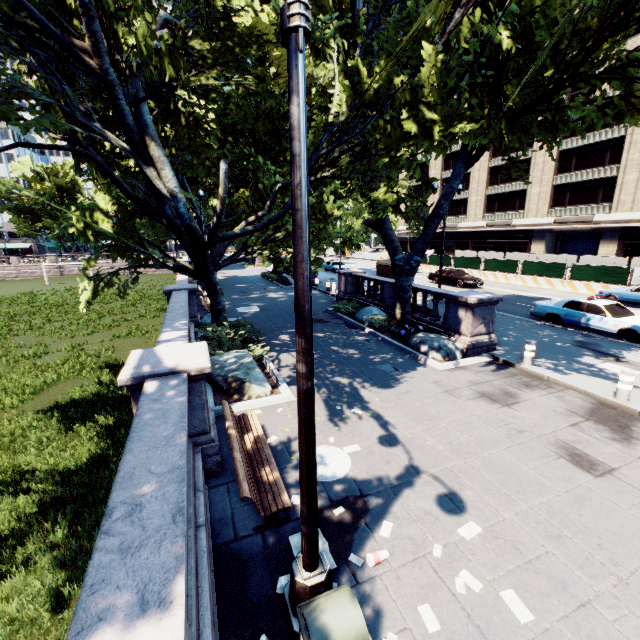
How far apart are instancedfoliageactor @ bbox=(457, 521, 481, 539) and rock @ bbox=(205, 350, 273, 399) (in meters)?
5.52

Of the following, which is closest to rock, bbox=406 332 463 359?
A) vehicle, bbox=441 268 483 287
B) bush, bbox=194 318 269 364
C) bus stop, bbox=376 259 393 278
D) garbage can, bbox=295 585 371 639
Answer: bush, bbox=194 318 269 364

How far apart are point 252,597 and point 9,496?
8.6m

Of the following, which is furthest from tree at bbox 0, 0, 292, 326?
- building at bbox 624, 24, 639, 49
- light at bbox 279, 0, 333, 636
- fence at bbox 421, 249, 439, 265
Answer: fence at bbox 421, 249, 439, 265

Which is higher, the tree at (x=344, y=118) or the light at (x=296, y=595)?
the tree at (x=344, y=118)

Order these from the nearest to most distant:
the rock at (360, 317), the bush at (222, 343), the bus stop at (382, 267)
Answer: the bush at (222, 343) < the rock at (360, 317) < the bus stop at (382, 267)

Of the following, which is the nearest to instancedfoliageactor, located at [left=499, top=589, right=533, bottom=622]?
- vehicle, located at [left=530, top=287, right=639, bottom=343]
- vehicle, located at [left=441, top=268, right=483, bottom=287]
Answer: vehicle, located at [left=530, top=287, right=639, bottom=343]

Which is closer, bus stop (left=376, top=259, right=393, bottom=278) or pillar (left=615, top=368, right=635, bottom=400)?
pillar (left=615, top=368, right=635, bottom=400)
